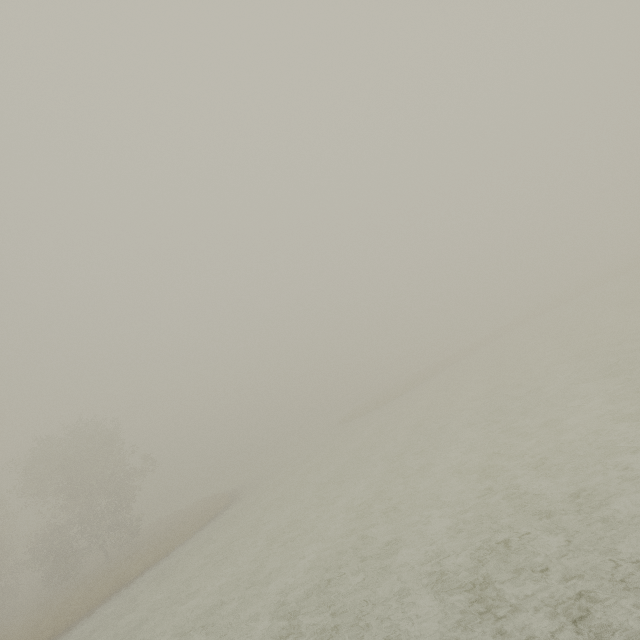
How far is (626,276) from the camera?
39.97m
